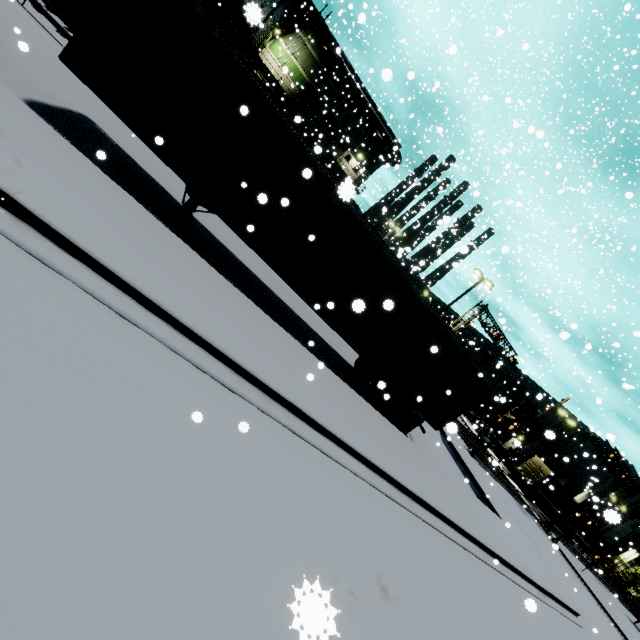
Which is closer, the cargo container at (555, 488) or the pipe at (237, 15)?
the pipe at (237, 15)

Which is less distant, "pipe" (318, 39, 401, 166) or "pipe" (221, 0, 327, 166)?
"pipe" (221, 0, 327, 166)

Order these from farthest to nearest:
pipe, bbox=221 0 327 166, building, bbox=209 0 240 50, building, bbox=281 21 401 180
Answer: building, bbox=281 21 401 180
building, bbox=209 0 240 50
pipe, bbox=221 0 327 166

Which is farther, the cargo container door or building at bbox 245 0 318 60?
the cargo container door

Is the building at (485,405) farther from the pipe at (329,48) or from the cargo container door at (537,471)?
the cargo container door at (537,471)

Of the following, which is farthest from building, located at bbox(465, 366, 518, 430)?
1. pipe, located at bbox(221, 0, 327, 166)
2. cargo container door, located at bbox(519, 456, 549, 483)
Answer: cargo container door, located at bbox(519, 456, 549, 483)

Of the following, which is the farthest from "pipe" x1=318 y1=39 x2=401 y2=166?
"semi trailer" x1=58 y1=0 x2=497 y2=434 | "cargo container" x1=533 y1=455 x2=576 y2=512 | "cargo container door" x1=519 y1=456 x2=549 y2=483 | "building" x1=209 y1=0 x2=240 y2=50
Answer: "cargo container door" x1=519 y1=456 x2=549 y2=483

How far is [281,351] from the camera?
7.3m
